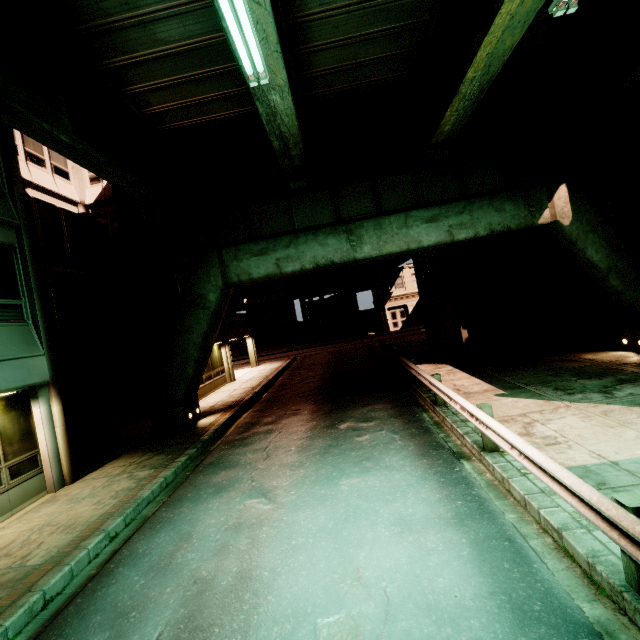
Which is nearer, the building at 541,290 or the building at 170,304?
the building at 541,290

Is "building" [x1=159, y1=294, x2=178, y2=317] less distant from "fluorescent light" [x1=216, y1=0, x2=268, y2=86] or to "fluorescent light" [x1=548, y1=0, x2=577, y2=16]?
"fluorescent light" [x1=216, y1=0, x2=268, y2=86]

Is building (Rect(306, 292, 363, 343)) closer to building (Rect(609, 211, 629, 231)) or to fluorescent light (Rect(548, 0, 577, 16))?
building (Rect(609, 211, 629, 231))

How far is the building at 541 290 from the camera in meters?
15.2

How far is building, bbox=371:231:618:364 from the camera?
15.2 meters

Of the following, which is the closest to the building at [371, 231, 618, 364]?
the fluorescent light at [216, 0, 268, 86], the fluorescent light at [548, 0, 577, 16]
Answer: the fluorescent light at [548, 0, 577, 16]

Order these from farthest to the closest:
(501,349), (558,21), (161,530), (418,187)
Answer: (501,349) < (418,187) < (558,21) < (161,530)

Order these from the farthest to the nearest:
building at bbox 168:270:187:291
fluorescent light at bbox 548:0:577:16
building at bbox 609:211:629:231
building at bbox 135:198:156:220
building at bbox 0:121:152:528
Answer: building at bbox 168:270:187:291 → building at bbox 135:198:156:220 → building at bbox 609:211:629:231 → building at bbox 0:121:152:528 → fluorescent light at bbox 548:0:577:16
